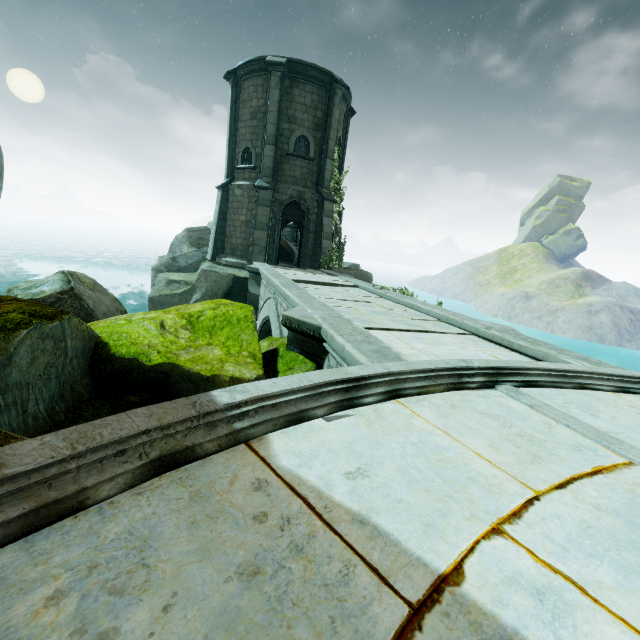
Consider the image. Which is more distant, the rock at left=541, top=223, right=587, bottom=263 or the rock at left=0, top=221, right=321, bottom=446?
the rock at left=541, top=223, right=587, bottom=263

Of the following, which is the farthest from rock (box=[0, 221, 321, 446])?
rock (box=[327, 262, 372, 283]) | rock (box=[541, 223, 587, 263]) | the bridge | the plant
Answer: rock (box=[541, 223, 587, 263])

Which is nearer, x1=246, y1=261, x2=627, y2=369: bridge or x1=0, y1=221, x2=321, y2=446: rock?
x1=0, y1=221, x2=321, y2=446: rock

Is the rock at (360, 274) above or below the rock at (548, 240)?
below

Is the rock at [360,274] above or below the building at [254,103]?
below

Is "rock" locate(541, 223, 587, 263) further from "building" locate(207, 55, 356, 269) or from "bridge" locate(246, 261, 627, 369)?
"bridge" locate(246, 261, 627, 369)

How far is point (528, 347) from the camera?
5.44m

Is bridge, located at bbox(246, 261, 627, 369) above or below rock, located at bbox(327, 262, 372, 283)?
below
